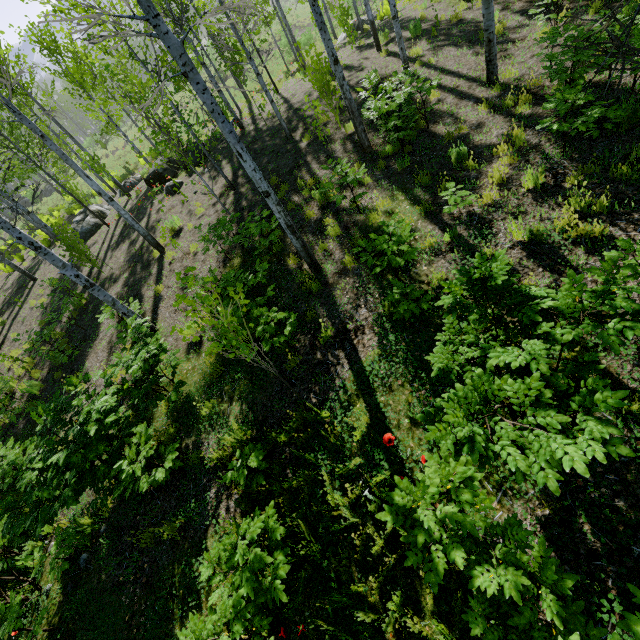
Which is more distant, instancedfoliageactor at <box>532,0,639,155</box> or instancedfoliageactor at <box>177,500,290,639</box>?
instancedfoliageactor at <box>177,500,290,639</box>

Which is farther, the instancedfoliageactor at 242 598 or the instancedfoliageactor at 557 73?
the instancedfoliageactor at 242 598

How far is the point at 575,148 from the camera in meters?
5.5
